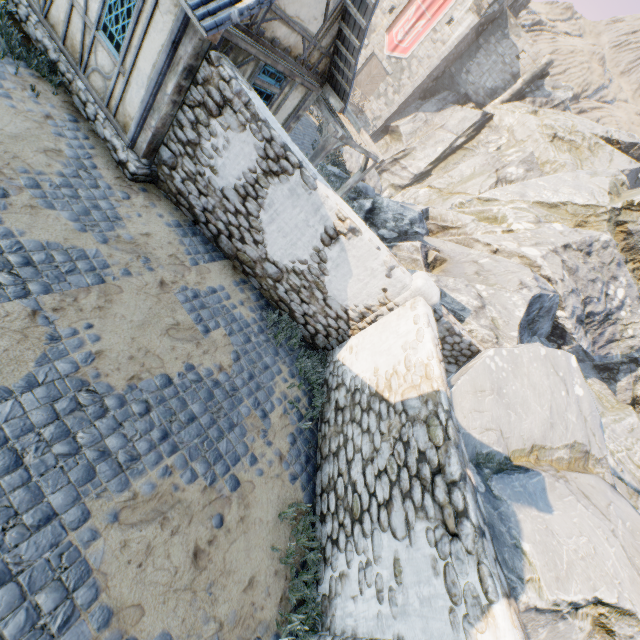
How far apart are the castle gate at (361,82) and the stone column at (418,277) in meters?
35.1 m

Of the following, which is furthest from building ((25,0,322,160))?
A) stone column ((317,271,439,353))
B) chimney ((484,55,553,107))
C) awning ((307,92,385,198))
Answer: chimney ((484,55,553,107))

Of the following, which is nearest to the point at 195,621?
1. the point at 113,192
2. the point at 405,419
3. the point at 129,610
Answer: the point at 129,610

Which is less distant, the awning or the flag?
the awning

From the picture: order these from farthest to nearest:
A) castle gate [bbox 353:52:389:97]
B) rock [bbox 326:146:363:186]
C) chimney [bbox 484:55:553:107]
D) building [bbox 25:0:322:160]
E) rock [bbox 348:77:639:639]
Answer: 1. castle gate [bbox 353:52:389:97]
2. chimney [bbox 484:55:553:107]
3. rock [bbox 326:146:363:186]
4. building [bbox 25:0:322:160]
5. rock [bbox 348:77:639:639]

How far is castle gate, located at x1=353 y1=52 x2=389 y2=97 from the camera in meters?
33.3

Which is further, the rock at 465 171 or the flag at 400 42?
the flag at 400 42

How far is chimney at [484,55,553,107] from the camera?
29.2m
